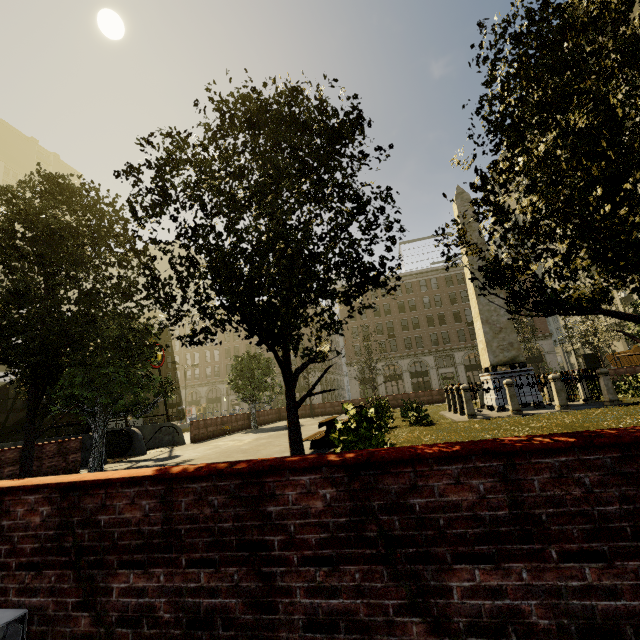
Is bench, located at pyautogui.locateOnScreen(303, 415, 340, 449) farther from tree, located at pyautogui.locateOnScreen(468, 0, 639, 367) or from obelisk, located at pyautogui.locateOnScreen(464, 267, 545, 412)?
obelisk, located at pyautogui.locateOnScreen(464, 267, 545, 412)

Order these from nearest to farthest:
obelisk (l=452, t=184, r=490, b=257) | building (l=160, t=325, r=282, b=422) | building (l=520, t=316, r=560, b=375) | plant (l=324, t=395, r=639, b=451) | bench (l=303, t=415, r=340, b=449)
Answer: plant (l=324, t=395, r=639, b=451) < bench (l=303, t=415, r=340, b=449) < obelisk (l=452, t=184, r=490, b=257) < building (l=520, t=316, r=560, b=375) < building (l=160, t=325, r=282, b=422)

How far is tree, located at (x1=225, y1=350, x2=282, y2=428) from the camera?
23.8m

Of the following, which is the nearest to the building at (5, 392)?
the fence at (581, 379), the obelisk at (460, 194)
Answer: the fence at (581, 379)

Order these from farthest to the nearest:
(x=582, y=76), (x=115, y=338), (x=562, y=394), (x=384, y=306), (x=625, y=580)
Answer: (x=384, y=306)
(x=562, y=394)
(x=115, y=338)
(x=582, y=76)
(x=625, y=580)

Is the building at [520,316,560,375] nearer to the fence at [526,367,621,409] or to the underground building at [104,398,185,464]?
the underground building at [104,398,185,464]

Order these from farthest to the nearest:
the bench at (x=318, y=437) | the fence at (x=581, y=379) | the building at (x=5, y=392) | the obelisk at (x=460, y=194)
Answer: the building at (x=5, y=392) < the obelisk at (x=460, y=194) < the fence at (x=581, y=379) < the bench at (x=318, y=437)

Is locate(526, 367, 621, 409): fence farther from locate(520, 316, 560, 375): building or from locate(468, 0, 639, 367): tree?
locate(520, 316, 560, 375): building
